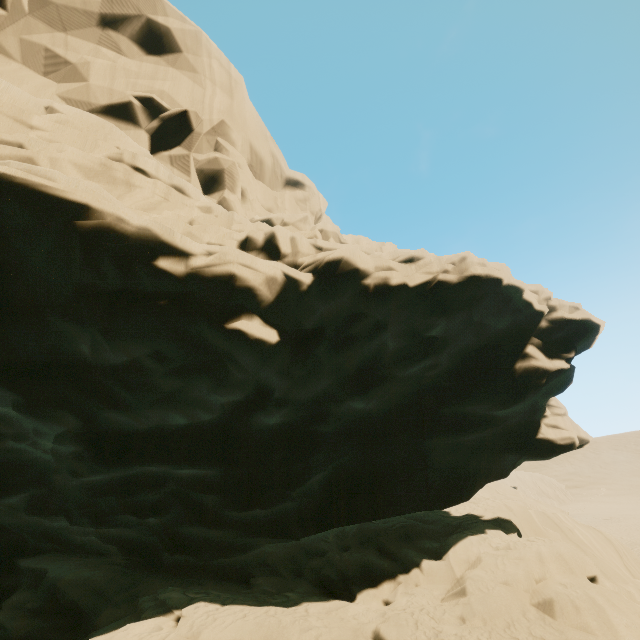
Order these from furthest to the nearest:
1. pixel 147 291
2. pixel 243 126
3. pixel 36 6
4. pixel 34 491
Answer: pixel 243 126, pixel 36 6, pixel 34 491, pixel 147 291
